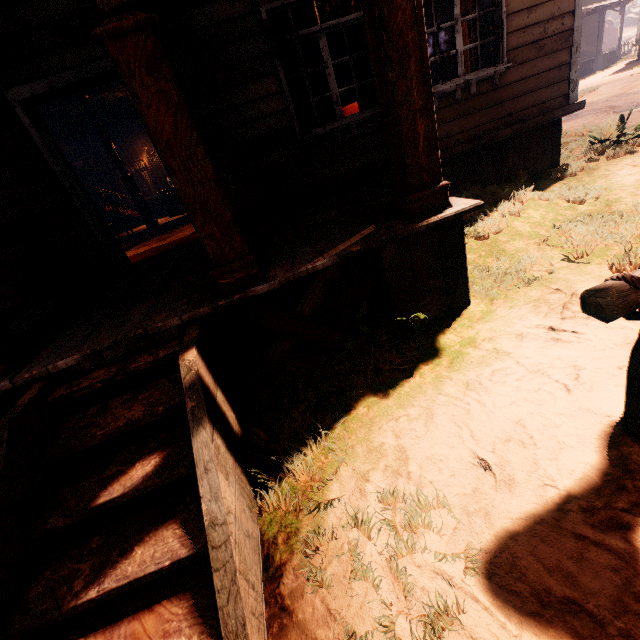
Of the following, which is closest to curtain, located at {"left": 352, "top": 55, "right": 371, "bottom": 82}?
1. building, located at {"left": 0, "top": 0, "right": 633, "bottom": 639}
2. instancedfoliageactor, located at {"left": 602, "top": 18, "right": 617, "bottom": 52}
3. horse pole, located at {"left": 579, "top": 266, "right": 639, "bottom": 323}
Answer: building, located at {"left": 0, "top": 0, "right": 633, "bottom": 639}

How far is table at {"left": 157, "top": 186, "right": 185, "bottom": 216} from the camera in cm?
1258

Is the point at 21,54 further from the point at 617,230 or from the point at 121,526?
the point at 617,230

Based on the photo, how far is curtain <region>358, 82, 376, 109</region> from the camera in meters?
4.8

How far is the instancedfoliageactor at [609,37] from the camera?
39.5m

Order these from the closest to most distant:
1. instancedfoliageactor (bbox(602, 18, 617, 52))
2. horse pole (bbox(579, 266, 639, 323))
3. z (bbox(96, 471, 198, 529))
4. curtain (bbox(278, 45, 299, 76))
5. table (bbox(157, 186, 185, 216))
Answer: horse pole (bbox(579, 266, 639, 323)) → z (bbox(96, 471, 198, 529)) → curtain (bbox(278, 45, 299, 76)) → table (bbox(157, 186, 185, 216)) → instancedfoliageactor (bbox(602, 18, 617, 52))

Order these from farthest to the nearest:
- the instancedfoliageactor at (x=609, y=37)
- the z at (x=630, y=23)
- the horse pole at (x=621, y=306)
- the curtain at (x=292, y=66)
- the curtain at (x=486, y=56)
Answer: the z at (x=630, y=23) < the instancedfoliageactor at (x=609, y=37) < the curtain at (x=486, y=56) < the curtain at (x=292, y=66) < the horse pole at (x=621, y=306)
